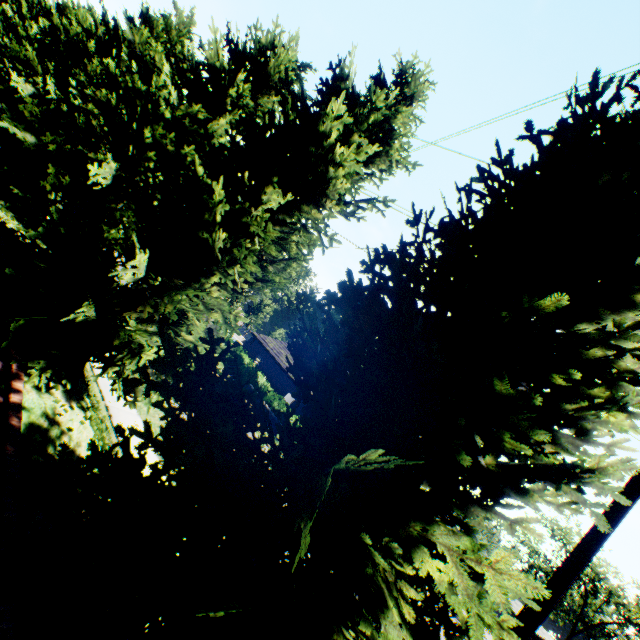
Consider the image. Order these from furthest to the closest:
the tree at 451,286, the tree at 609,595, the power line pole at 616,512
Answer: the tree at 609,595, the power line pole at 616,512, the tree at 451,286

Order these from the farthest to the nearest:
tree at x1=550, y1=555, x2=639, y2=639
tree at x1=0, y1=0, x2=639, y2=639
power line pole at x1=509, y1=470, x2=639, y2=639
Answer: tree at x1=550, y1=555, x2=639, y2=639 → power line pole at x1=509, y1=470, x2=639, y2=639 → tree at x1=0, y1=0, x2=639, y2=639

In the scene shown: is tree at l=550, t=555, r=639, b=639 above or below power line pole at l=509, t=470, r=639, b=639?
above

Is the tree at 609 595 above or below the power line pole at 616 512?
above

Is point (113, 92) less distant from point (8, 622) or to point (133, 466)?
point (133, 466)

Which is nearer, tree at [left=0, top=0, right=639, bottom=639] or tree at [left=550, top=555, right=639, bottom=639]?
tree at [left=0, top=0, right=639, bottom=639]

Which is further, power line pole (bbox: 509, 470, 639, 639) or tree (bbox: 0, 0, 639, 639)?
power line pole (bbox: 509, 470, 639, 639)
